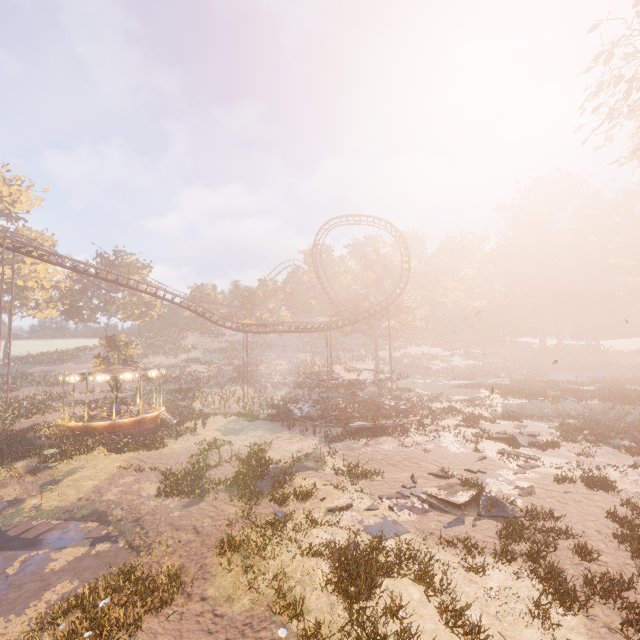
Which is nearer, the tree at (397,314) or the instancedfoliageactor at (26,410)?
the instancedfoliageactor at (26,410)

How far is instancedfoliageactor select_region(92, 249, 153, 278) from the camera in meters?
53.7 m

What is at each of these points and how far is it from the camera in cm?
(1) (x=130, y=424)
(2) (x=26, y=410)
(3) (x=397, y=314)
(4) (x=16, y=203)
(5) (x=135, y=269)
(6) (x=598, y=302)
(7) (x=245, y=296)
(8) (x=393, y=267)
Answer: (1) carousel, 2636
(2) instancedfoliageactor, 3092
(3) tree, 4809
(4) instancedfoliageactor, 5025
(5) instancedfoliageactor, 5716
(6) instancedfoliageactor, 5738
(7) tree, 5669
(8) tree, 5288

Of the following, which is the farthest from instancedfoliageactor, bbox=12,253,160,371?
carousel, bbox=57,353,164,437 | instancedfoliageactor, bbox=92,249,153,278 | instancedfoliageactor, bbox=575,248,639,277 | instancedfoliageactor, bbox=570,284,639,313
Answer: instancedfoliageactor, bbox=575,248,639,277

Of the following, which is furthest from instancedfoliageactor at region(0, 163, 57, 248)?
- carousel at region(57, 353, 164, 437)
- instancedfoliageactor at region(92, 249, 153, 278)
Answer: instancedfoliageactor at region(92, 249, 153, 278)

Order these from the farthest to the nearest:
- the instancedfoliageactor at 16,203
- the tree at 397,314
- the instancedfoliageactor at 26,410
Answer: the tree at 397,314 → the instancedfoliageactor at 16,203 → the instancedfoliageactor at 26,410

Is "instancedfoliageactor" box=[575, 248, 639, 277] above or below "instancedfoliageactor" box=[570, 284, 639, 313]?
above

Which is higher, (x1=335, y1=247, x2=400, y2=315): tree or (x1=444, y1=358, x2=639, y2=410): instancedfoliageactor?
(x1=335, y1=247, x2=400, y2=315): tree
